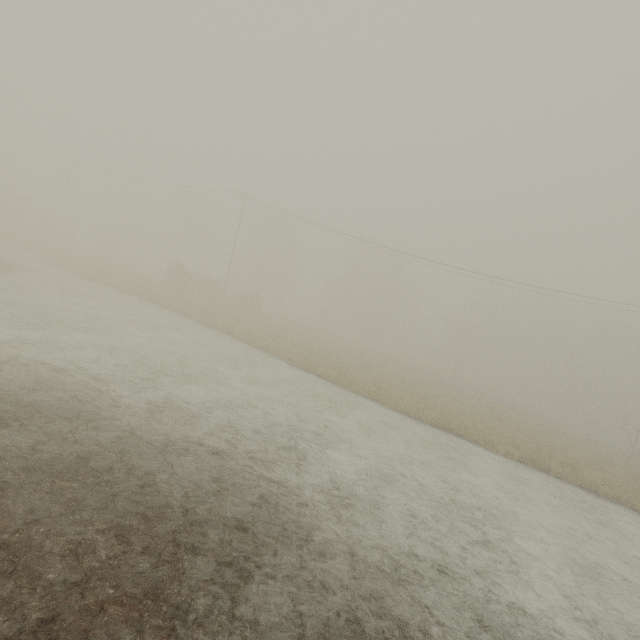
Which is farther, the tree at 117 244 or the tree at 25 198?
the tree at 117 244

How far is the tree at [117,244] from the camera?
44.7 meters

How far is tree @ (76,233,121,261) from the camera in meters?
44.7

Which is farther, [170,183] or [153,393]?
[170,183]

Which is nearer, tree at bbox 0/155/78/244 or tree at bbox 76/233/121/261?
tree at bbox 0/155/78/244
